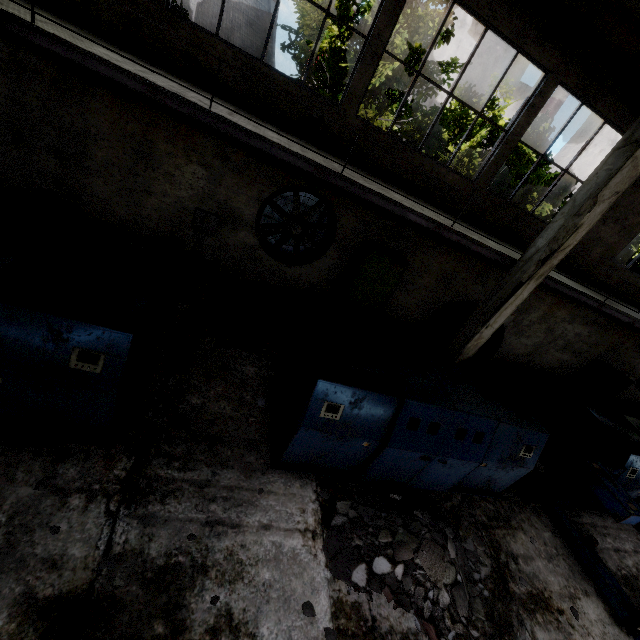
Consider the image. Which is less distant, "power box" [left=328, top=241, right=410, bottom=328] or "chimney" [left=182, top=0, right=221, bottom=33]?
"power box" [left=328, top=241, right=410, bottom=328]

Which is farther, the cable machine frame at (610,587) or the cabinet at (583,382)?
the cabinet at (583,382)

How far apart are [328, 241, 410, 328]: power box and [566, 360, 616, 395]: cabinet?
10.18m

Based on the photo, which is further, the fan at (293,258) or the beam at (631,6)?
the fan at (293,258)

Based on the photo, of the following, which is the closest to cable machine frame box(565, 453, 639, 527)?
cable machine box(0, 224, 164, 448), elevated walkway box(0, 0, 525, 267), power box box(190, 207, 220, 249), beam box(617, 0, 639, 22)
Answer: elevated walkway box(0, 0, 525, 267)

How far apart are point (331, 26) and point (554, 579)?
17.4 meters

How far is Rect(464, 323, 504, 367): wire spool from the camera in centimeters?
1056cm

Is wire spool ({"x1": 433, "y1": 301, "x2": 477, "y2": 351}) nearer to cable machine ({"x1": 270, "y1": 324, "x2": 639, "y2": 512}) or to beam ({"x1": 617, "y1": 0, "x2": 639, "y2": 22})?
cable machine ({"x1": 270, "y1": 324, "x2": 639, "y2": 512})
